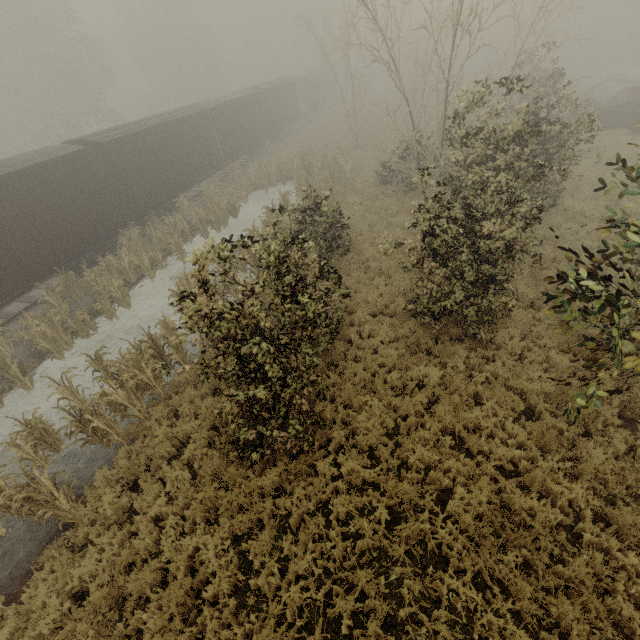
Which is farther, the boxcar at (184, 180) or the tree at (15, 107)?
the tree at (15, 107)

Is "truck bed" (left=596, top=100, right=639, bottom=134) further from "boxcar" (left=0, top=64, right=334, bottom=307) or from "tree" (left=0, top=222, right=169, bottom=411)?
"tree" (left=0, top=222, right=169, bottom=411)

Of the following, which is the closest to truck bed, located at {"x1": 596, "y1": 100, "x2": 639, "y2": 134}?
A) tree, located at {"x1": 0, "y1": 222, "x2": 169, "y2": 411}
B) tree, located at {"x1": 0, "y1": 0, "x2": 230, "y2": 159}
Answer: tree, located at {"x1": 0, "y1": 222, "x2": 169, "y2": 411}

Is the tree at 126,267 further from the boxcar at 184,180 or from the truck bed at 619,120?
the truck bed at 619,120

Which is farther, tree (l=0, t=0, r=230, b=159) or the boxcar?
tree (l=0, t=0, r=230, b=159)

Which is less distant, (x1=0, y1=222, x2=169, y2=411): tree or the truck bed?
(x1=0, y1=222, x2=169, y2=411): tree

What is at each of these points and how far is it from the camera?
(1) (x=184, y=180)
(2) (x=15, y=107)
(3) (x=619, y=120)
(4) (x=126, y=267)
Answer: (1) boxcar, 20.0 meters
(2) tree, 32.4 meters
(3) truck bed, 21.0 meters
(4) tree, 14.9 meters

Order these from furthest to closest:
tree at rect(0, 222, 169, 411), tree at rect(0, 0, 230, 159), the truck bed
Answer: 1. tree at rect(0, 0, 230, 159)
2. the truck bed
3. tree at rect(0, 222, 169, 411)
